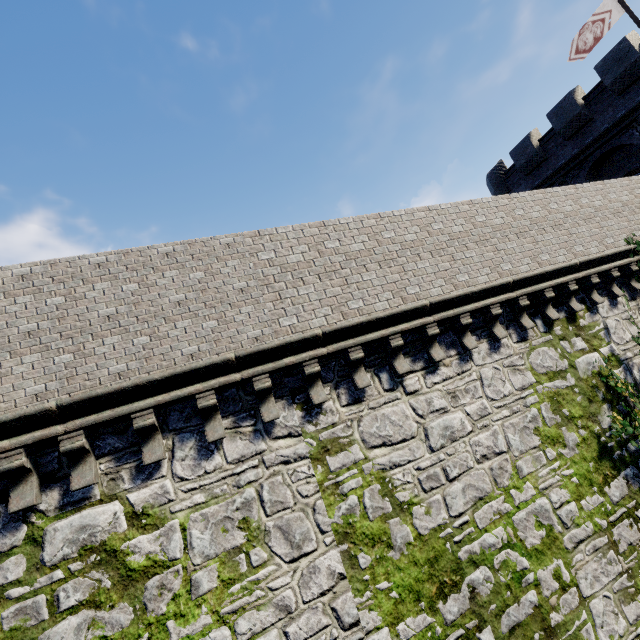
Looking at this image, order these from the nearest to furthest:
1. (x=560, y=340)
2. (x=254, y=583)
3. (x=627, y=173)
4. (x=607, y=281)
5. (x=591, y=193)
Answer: (x=254, y=583), (x=560, y=340), (x=607, y=281), (x=591, y=193), (x=627, y=173)

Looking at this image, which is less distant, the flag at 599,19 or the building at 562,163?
the building at 562,163

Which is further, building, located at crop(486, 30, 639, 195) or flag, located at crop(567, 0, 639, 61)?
flag, located at crop(567, 0, 639, 61)

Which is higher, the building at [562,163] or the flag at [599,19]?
the flag at [599,19]

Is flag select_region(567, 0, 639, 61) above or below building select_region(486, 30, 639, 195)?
above
